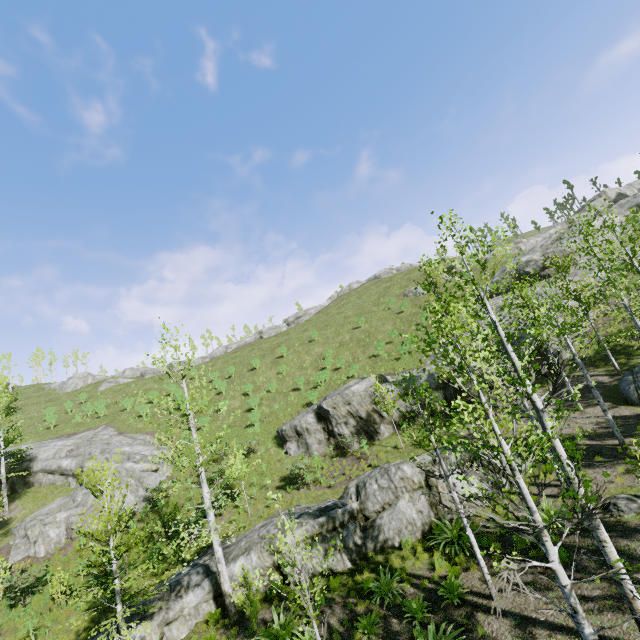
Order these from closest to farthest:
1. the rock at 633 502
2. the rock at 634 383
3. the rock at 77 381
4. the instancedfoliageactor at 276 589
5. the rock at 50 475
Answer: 1. the instancedfoliageactor at 276 589
2. the rock at 633 502
3. the rock at 634 383
4. the rock at 50 475
5. the rock at 77 381

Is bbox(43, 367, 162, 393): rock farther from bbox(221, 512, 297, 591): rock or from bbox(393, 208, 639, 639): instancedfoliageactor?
bbox(221, 512, 297, 591): rock

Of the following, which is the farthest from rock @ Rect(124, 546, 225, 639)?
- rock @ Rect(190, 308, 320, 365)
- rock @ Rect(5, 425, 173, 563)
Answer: rock @ Rect(190, 308, 320, 365)

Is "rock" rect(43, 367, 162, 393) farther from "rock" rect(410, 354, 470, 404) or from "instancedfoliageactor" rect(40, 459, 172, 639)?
"rock" rect(410, 354, 470, 404)

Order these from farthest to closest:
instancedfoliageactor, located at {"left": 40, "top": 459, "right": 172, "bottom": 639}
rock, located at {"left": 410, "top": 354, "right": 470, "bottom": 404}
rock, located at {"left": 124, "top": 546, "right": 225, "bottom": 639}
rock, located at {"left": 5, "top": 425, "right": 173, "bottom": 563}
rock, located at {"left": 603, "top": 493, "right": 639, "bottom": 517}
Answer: rock, located at {"left": 410, "top": 354, "right": 470, "bottom": 404} → rock, located at {"left": 5, "top": 425, "right": 173, "bottom": 563} → rock, located at {"left": 124, "top": 546, "right": 225, "bottom": 639} → instancedfoliageactor, located at {"left": 40, "top": 459, "right": 172, "bottom": 639} → rock, located at {"left": 603, "top": 493, "right": 639, "bottom": 517}

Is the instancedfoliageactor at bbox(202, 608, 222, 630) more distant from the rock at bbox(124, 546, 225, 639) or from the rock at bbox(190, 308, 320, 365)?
the rock at bbox(190, 308, 320, 365)

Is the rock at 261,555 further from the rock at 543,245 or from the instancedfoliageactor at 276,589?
the rock at 543,245

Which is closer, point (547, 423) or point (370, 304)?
point (547, 423)
